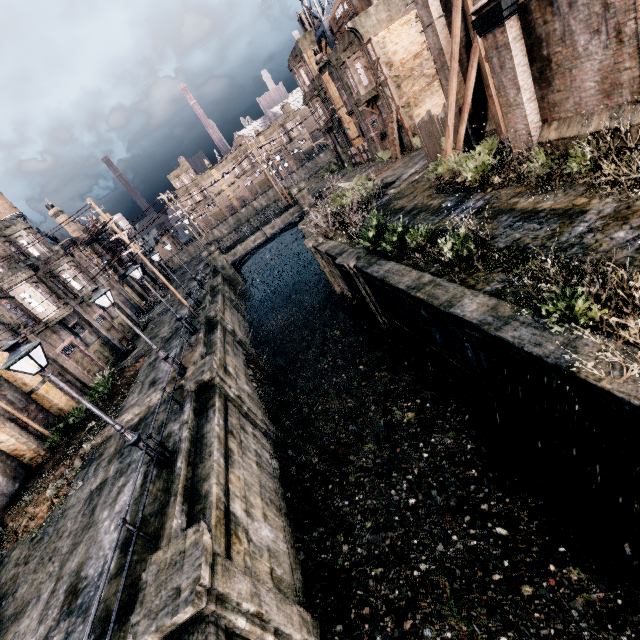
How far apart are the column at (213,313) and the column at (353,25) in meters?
27.3 m

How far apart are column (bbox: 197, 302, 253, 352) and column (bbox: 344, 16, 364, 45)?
27.3m

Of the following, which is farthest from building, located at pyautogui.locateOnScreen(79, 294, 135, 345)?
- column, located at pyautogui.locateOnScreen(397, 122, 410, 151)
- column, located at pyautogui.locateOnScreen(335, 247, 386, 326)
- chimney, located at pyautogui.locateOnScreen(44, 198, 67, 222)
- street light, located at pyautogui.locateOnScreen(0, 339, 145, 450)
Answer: column, located at pyautogui.locateOnScreen(397, 122, 410, 151)

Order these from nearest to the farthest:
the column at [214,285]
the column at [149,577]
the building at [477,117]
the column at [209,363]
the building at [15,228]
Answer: the column at [149,577]
the column at [209,363]
the building at [477,117]
the building at [15,228]
the column at [214,285]

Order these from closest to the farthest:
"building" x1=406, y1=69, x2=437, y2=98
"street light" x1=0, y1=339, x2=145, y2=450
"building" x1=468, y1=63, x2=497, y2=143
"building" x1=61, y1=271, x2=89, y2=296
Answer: "street light" x1=0, y1=339, x2=145, y2=450 → "building" x1=468, y1=63, x2=497, y2=143 → "building" x1=61, y1=271, x2=89, y2=296 → "building" x1=406, y1=69, x2=437, y2=98

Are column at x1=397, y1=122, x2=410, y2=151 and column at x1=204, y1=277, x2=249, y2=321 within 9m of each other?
no

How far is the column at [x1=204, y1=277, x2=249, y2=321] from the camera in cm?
3030

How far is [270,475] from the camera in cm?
1373
